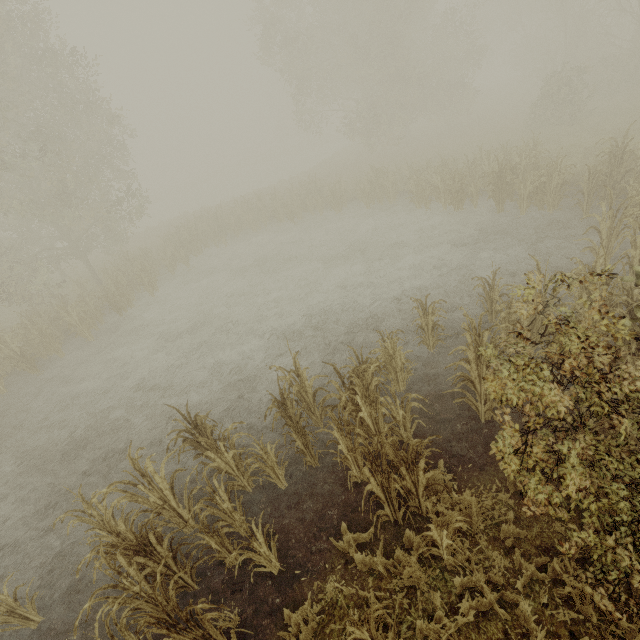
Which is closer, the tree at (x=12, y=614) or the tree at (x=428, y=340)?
the tree at (x=12, y=614)

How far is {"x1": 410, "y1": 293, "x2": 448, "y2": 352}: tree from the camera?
6.6 meters

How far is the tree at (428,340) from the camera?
6.62m

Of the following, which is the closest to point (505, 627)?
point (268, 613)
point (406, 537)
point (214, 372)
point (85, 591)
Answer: point (406, 537)

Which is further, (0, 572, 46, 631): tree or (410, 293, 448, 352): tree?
(410, 293, 448, 352): tree
